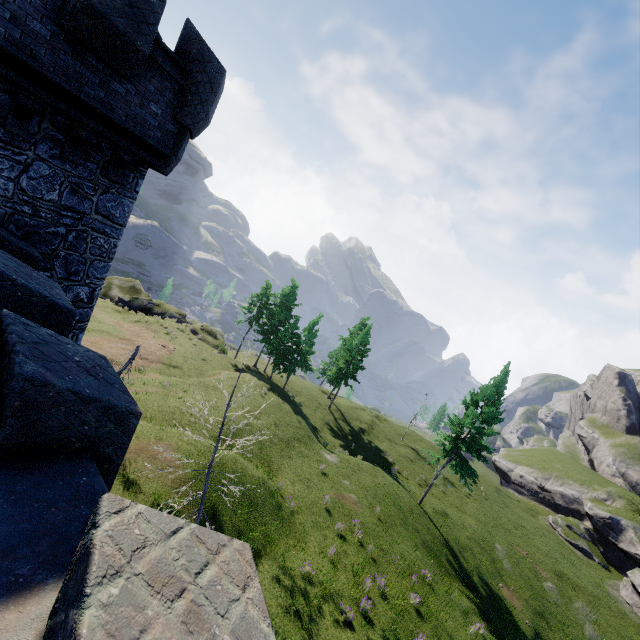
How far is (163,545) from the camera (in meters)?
2.00
